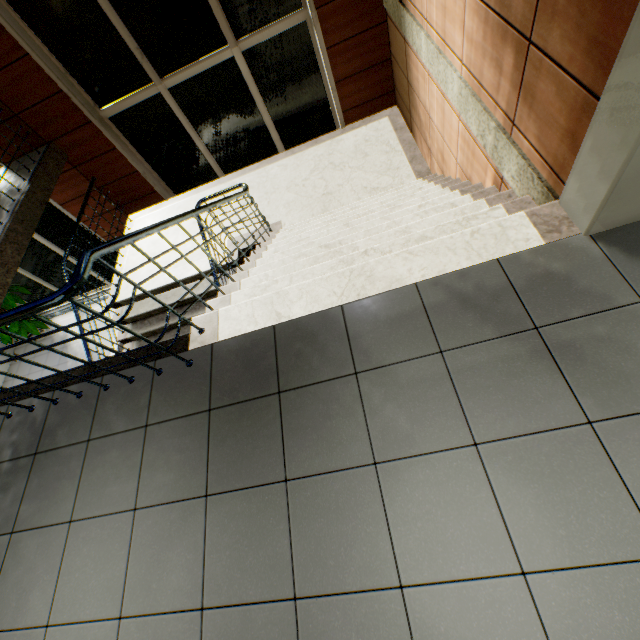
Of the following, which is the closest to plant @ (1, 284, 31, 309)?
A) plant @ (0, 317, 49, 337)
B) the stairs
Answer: plant @ (0, 317, 49, 337)

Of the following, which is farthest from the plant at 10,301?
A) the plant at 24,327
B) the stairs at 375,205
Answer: the stairs at 375,205

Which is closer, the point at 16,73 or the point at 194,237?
the point at 194,237

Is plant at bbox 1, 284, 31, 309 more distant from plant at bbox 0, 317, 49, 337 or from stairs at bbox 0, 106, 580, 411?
stairs at bbox 0, 106, 580, 411

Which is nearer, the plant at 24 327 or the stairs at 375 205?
the stairs at 375 205

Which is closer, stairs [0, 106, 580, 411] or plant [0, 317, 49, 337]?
stairs [0, 106, 580, 411]

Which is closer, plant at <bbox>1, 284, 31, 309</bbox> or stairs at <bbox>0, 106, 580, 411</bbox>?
stairs at <bbox>0, 106, 580, 411</bbox>
